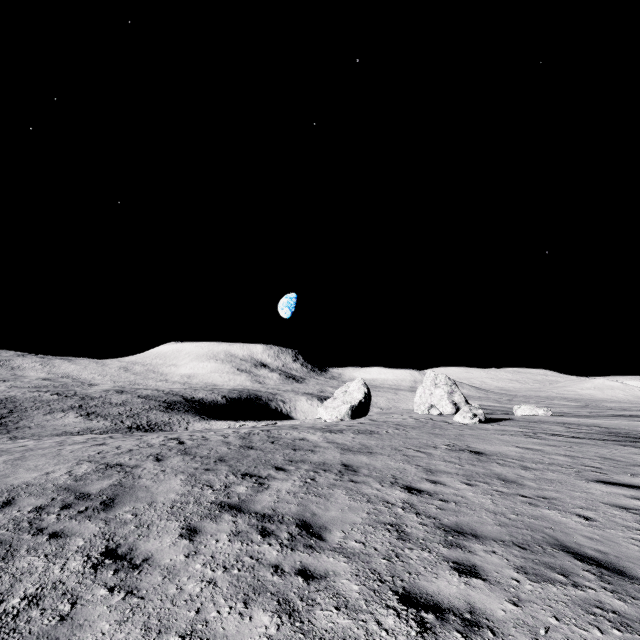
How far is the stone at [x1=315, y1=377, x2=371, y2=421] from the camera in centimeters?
3938cm

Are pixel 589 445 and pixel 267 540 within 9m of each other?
no

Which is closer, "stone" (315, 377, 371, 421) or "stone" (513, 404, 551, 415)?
"stone" (513, 404, 551, 415)

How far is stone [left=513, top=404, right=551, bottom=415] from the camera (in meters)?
33.06

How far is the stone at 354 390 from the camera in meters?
39.4

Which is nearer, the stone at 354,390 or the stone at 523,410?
the stone at 523,410
